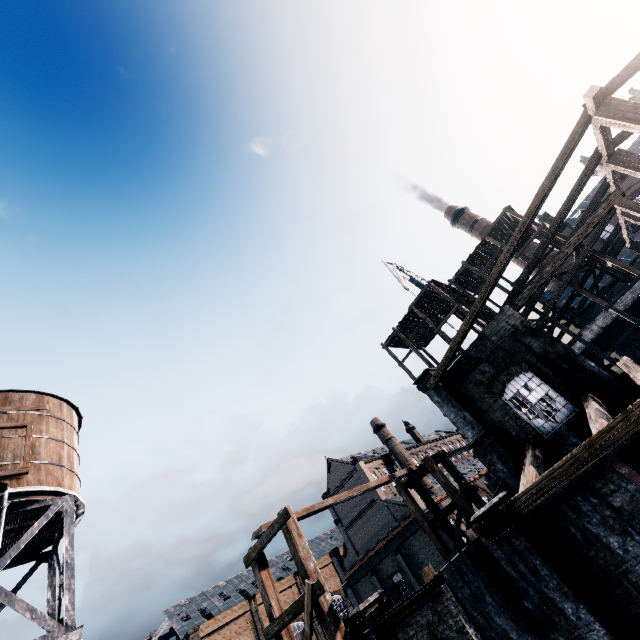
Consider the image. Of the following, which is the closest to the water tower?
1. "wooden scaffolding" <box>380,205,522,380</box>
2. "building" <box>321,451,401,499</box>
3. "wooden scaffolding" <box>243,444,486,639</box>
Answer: "wooden scaffolding" <box>243,444,486,639</box>

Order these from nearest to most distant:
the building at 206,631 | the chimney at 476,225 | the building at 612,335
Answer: the building at 612,335 → the chimney at 476,225 → the building at 206,631

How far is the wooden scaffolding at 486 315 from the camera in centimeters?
2802cm

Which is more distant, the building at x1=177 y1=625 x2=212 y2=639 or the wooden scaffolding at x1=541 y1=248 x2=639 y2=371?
the building at x1=177 y1=625 x2=212 y2=639

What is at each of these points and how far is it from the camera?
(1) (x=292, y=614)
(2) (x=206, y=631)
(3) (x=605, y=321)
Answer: (1) wooden scaffolding, 12.4m
(2) building, 60.0m
(3) wooden scaffolding, 28.3m

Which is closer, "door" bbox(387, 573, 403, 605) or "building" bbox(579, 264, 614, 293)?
"building" bbox(579, 264, 614, 293)

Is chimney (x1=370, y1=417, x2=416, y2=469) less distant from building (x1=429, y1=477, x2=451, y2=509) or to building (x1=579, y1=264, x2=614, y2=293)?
building (x1=429, y1=477, x2=451, y2=509)

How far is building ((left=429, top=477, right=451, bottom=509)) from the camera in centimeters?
4361cm
